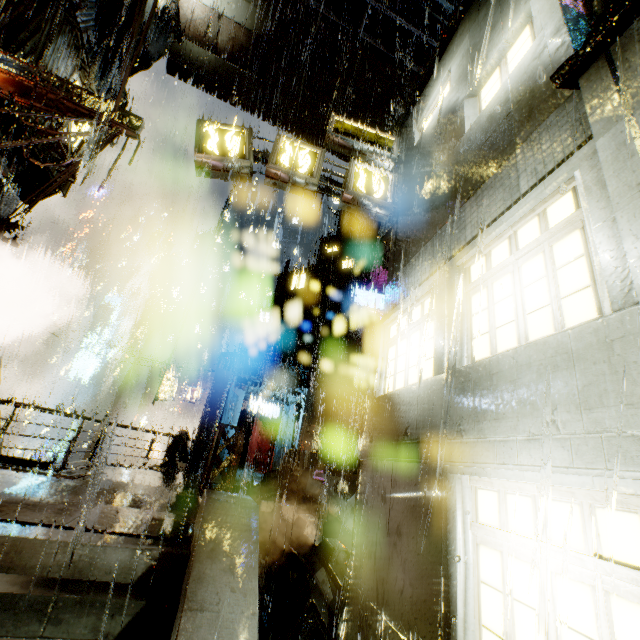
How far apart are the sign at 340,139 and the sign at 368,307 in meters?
12.6 m

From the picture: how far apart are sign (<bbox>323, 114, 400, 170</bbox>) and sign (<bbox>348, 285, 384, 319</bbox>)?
12.56m

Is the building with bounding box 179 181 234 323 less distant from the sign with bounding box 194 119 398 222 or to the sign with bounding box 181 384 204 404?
the sign with bounding box 194 119 398 222

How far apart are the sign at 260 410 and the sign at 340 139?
19.5 meters

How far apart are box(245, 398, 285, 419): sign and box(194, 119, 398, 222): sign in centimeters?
1903cm

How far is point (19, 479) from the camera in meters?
7.5 m

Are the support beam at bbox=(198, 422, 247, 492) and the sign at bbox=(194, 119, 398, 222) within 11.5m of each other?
yes

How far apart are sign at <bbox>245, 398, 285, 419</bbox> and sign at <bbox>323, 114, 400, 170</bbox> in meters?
19.5 m
